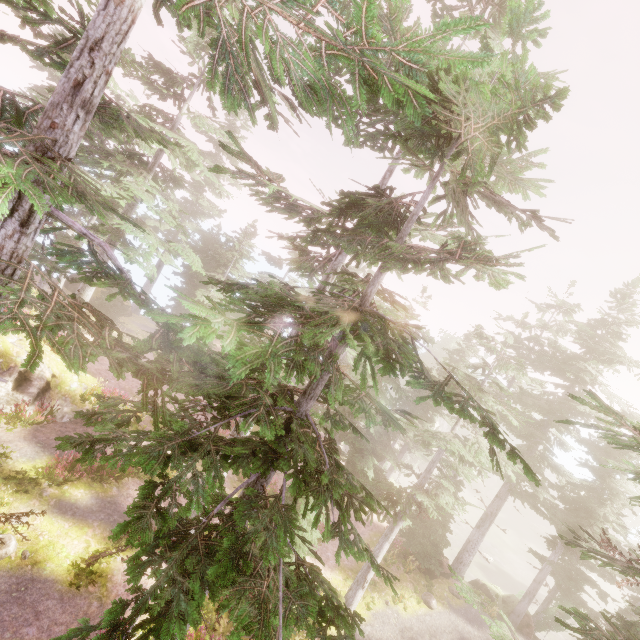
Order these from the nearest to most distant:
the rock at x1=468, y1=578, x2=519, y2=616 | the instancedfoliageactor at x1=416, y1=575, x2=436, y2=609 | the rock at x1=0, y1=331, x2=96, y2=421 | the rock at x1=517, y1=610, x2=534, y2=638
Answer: the rock at x1=0, y1=331, x2=96, y2=421 → the instancedfoliageactor at x1=416, y1=575, x2=436, y2=609 → the rock at x1=517, y1=610, x2=534, y2=638 → the rock at x1=468, y1=578, x2=519, y2=616

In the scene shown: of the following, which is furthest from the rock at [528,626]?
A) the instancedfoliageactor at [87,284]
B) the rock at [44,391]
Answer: the rock at [44,391]

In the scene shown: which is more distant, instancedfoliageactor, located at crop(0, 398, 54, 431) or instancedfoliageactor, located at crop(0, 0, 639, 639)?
instancedfoliageactor, located at crop(0, 398, 54, 431)

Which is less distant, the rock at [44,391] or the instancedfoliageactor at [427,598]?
the rock at [44,391]

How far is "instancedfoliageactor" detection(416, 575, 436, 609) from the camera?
20.1m

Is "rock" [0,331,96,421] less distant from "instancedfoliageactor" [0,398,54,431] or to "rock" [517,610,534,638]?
"instancedfoliageactor" [0,398,54,431]

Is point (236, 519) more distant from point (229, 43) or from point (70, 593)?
point (70, 593)

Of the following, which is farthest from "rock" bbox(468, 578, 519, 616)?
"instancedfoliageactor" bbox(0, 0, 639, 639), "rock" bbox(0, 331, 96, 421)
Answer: "rock" bbox(0, 331, 96, 421)
